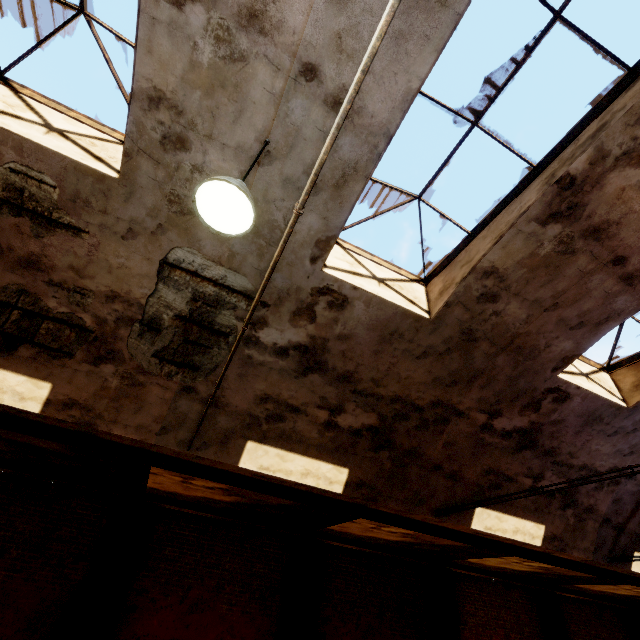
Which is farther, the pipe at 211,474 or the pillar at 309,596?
the pillar at 309,596

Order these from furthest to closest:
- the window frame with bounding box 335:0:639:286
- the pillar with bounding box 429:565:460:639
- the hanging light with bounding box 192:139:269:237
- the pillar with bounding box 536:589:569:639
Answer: the pillar with bounding box 536:589:569:639, the pillar with bounding box 429:565:460:639, the window frame with bounding box 335:0:639:286, the hanging light with bounding box 192:139:269:237

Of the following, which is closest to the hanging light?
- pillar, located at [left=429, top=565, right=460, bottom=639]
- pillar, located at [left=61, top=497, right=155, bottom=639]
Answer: pillar, located at [left=61, top=497, right=155, bottom=639]

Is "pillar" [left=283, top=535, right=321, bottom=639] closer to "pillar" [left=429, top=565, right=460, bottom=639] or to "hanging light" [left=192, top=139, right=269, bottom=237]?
"pillar" [left=429, top=565, right=460, bottom=639]

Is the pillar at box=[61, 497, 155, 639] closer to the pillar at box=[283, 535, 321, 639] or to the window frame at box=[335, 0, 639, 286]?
the pillar at box=[283, 535, 321, 639]

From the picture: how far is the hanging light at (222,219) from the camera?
2.7m

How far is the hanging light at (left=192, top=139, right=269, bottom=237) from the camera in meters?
2.7 m

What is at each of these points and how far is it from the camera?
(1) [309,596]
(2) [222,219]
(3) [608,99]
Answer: (1) pillar, 8.91m
(2) hanging light, 2.91m
(3) window frame, 3.70m
